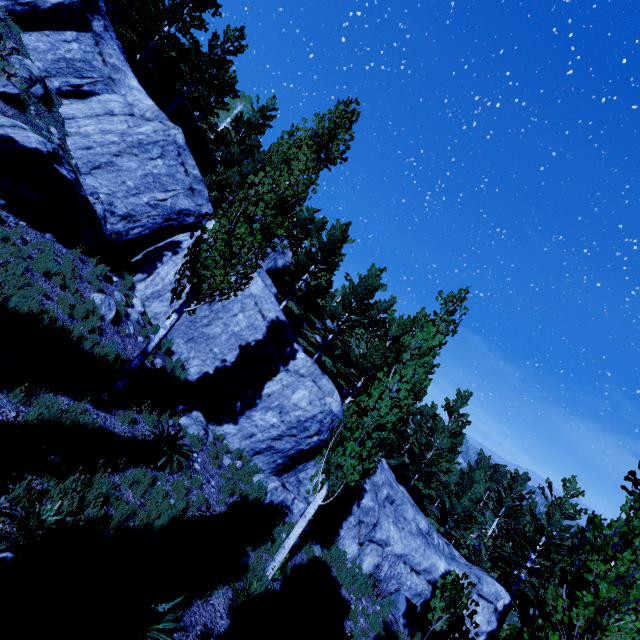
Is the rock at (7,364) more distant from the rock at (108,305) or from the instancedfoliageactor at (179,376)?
the rock at (108,305)

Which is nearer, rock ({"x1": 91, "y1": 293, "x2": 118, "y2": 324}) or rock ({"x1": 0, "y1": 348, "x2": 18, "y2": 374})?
rock ({"x1": 0, "y1": 348, "x2": 18, "y2": 374})

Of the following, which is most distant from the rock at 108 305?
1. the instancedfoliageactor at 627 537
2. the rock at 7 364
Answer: the rock at 7 364

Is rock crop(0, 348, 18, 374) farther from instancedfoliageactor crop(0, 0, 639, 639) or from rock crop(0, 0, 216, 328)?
rock crop(0, 0, 216, 328)

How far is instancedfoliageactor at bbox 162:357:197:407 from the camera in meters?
11.6

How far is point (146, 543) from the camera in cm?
618

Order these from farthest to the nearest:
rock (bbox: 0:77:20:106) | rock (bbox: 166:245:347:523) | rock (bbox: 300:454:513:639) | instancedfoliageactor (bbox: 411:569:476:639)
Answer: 1. rock (bbox: 300:454:513:639)
2. rock (bbox: 166:245:347:523)
3. rock (bbox: 0:77:20:106)
4. instancedfoliageactor (bbox: 411:569:476:639)
